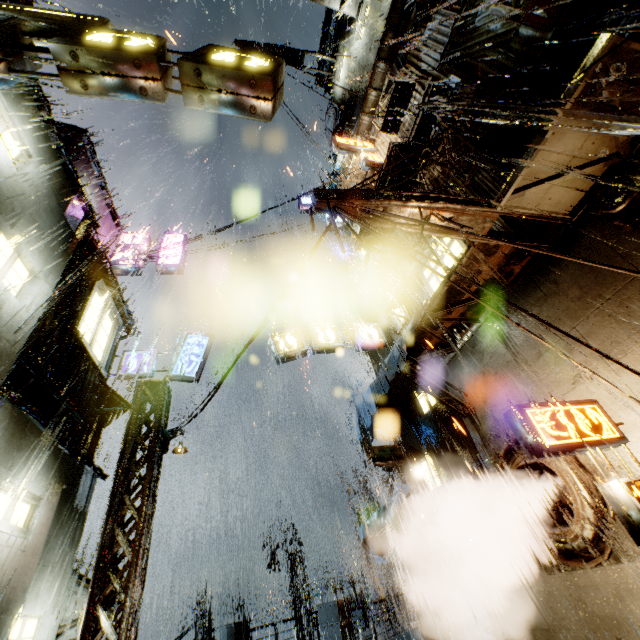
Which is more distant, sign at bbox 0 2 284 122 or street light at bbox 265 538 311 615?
street light at bbox 265 538 311 615

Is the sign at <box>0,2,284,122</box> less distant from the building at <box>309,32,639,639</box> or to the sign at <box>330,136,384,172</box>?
the building at <box>309,32,639,639</box>

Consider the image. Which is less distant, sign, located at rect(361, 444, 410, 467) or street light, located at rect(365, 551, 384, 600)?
sign, located at rect(361, 444, 410, 467)

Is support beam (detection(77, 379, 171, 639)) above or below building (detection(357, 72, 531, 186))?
below

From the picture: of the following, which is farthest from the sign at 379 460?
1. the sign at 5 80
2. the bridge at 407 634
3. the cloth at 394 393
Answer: the sign at 5 80

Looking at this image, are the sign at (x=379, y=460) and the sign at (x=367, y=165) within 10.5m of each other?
no

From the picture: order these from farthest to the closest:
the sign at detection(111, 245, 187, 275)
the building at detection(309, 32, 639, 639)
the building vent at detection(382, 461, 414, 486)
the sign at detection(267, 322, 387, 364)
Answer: the building vent at detection(382, 461, 414, 486) < the sign at detection(111, 245, 187, 275) < the sign at detection(267, 322, 387, 364) < the building at detection(309, 32, 639, 639)

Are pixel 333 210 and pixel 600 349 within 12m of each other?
yes
